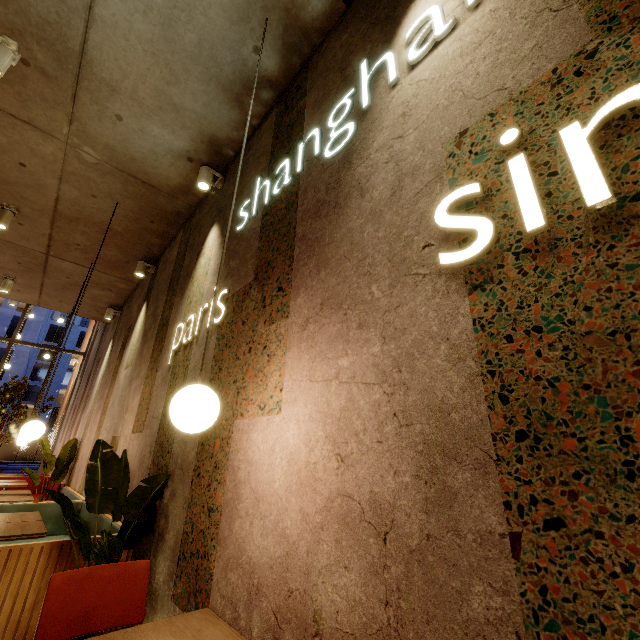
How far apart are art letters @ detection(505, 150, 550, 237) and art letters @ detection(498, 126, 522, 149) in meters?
0.1

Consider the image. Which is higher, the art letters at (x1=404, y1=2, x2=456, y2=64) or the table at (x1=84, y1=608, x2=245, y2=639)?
the art letters at (x1=404, y1=2, x2=456, y2=64)

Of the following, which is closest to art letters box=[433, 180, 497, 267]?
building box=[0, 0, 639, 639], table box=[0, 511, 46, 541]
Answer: building box=[0, 0, 639, 639]

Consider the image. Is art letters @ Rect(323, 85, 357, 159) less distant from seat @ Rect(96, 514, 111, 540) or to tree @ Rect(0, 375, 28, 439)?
seat @ Rect(96, 514, 111, 540)

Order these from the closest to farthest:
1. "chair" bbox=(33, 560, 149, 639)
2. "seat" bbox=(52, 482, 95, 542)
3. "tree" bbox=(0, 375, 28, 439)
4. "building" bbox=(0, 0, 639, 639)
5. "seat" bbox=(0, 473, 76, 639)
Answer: "building" bbox=(0, 0, 639, 639) < "chair" bbox=(33, 560, 149, 639) < "seat" bbox=(0, 473, 76, 639) < "seat" bbox=(52, 482, 95, 542) < "tree" bbox=(0, 375, 28, 439)

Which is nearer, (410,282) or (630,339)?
(630,339)

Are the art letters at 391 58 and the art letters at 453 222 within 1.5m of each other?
yes

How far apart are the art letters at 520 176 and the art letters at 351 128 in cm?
97
